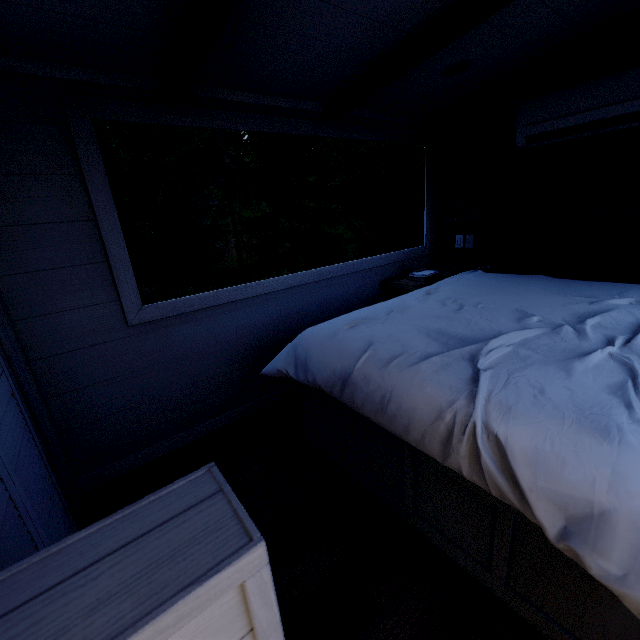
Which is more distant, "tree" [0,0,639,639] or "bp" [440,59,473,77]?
"bp" [440,59,473,77]

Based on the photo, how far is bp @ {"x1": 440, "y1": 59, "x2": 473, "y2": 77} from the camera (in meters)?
2.12

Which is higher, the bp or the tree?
the bp

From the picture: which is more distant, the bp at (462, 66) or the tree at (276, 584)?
the bp at (462, 66)

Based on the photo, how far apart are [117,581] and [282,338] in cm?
216

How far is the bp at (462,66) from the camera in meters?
2.1 m
